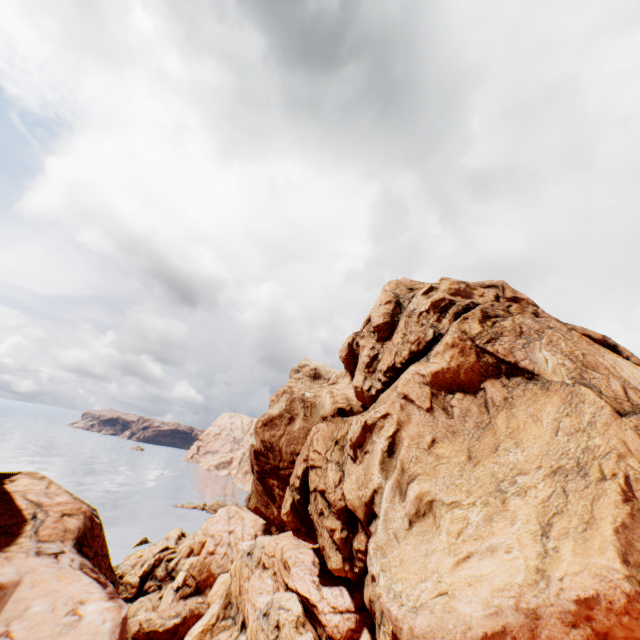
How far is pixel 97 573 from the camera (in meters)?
15.70
